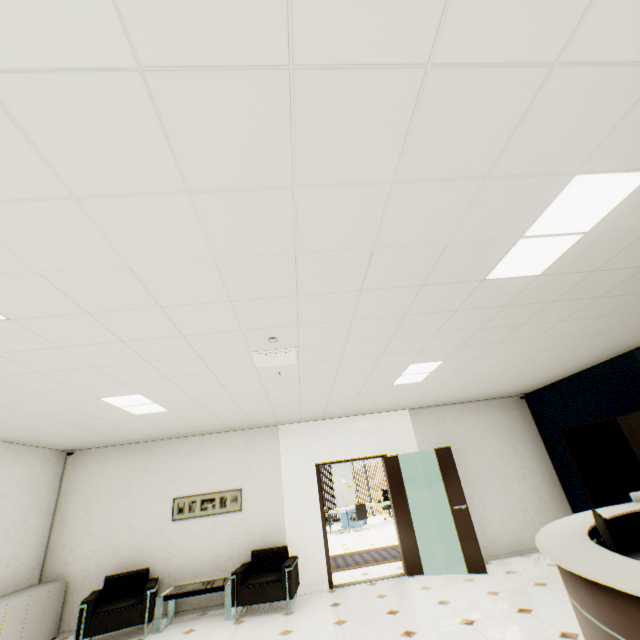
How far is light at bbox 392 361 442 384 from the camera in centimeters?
446cm

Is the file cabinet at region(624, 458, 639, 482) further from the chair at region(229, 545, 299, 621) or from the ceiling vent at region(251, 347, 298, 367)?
the ceiling vent at region(251, 347, 298, 367)

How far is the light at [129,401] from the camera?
4.1m

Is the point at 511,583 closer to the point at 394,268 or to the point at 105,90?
the point at 394,268

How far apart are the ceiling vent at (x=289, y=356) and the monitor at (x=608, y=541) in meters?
2.7 m

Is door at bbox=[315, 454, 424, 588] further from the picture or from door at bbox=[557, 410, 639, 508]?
door at bbox=[557, 410, 639, 508]

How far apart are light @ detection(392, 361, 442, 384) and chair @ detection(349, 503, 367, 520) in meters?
9.4 m

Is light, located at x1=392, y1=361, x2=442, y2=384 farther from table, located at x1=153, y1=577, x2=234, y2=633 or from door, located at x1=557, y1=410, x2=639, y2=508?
table, located at x1=153, y1=577, x2=234, y2=633
